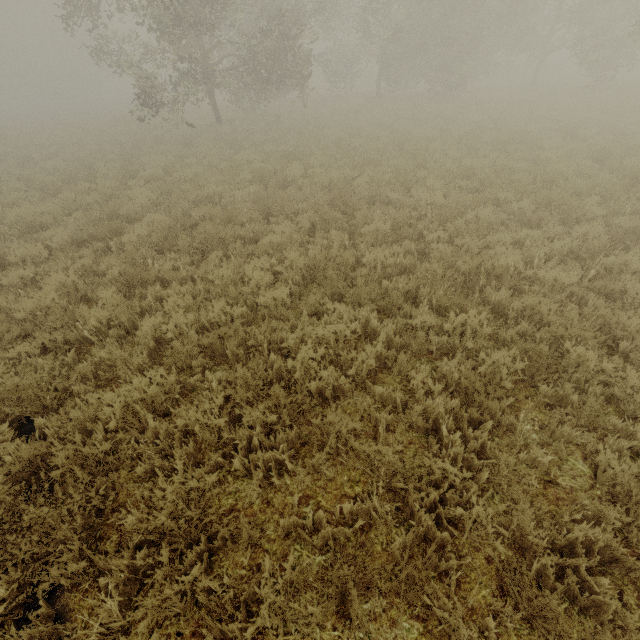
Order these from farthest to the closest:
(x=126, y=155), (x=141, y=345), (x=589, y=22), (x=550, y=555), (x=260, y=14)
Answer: (x=589, y=22)
(x=260, y=14)
(x=126, y=155)
(x=141, y=345)
(x=550, y=555)
